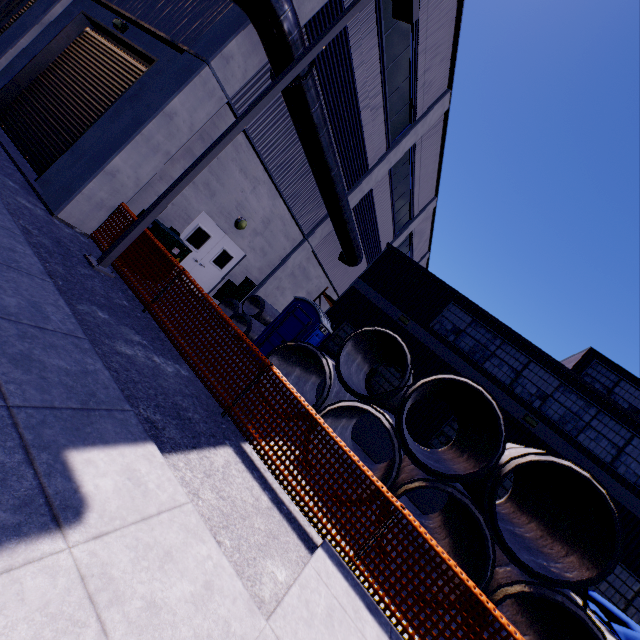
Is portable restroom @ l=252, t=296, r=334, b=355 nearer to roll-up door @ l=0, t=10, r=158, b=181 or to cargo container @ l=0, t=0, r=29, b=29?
cargo container @ l=0, t=0, r=29, b=29

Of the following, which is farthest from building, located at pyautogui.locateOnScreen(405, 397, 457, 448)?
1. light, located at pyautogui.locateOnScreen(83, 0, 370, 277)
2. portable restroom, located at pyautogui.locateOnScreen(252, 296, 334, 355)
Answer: portable restroom, located at pyautogui.locateOnScreen(252, 296, 334, 355)

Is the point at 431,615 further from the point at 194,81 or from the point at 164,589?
the point at 194,81

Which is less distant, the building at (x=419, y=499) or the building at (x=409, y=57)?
the building at (x=409, y=57)

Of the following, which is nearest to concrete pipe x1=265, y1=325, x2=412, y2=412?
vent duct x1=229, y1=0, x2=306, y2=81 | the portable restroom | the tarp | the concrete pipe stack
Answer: the concrete pipe stack

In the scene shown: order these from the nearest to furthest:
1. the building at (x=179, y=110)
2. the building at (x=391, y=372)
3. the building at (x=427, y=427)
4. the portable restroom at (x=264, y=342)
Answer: the building at (x=179, y=110) → the portable restroom at (x=264, y=342) → the building at (x=427, y=427) → the building at (x=391, y=372)

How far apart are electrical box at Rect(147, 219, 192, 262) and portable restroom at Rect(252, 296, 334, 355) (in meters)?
3.72

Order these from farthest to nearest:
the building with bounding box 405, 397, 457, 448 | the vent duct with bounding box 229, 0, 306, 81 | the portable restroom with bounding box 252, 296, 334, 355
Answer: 1. the building with bounding box 405, 397, 457, 448
2. the portable restroom with bounding box 252, 296, 334, 355
3. the vent duct with bounding box 229, 0, 306, 81
